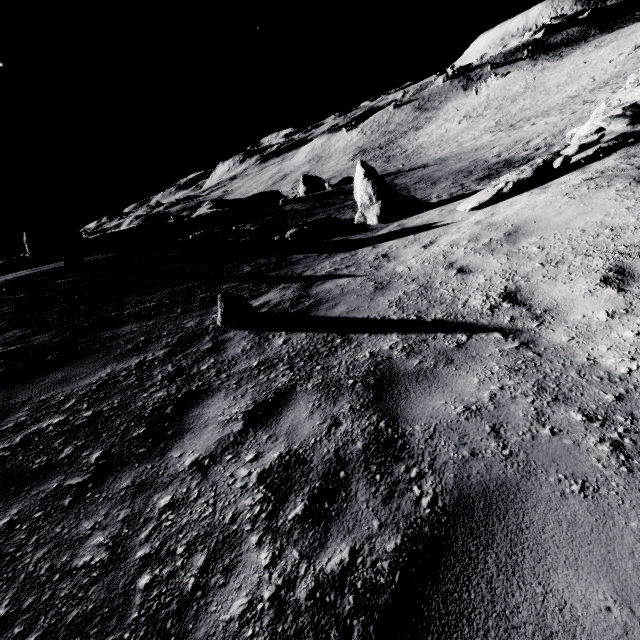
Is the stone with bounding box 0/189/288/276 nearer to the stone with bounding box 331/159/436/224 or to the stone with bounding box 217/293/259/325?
the stone with bounding box 331/159/436/224

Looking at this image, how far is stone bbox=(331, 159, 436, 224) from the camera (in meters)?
13.33

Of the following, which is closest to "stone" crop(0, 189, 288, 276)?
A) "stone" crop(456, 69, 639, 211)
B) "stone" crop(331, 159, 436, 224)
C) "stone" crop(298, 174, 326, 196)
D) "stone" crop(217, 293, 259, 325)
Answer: "stone" crop(298, 174, 326, 196)

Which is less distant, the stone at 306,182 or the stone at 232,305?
the stone at 232,305

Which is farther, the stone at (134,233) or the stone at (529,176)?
the stone at (134,233)

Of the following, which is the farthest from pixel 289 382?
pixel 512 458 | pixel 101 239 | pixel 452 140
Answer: pixel 452 140

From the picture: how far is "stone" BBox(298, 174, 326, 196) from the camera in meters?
Result: 41.6 m

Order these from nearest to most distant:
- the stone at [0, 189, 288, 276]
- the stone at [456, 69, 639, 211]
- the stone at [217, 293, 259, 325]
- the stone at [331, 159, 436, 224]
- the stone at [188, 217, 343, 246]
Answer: the stone at [217, 293, 259, 325]
the stone at [456, 69, 639, 211]
the stone at [331, 159, 436, 224]
the stone at [188, 217, 343, 246]
the stone at [0, 189, 288, 276]
